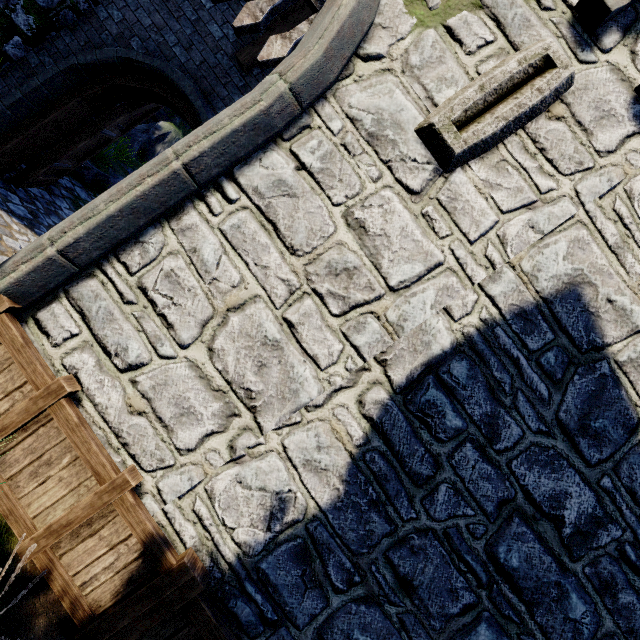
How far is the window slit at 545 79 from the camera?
2.99m

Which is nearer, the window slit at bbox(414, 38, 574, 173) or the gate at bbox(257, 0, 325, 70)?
the window slit at bbox(414, 38, 574, 173)

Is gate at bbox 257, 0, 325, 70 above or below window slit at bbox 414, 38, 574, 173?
below

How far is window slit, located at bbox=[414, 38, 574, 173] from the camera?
2.99m

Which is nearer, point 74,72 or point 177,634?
point 177,634

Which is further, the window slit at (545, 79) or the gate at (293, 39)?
the gate at (293, 39)
